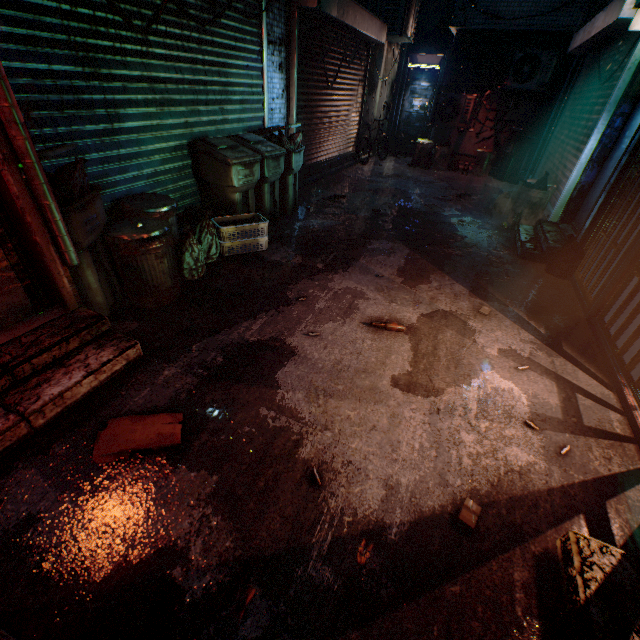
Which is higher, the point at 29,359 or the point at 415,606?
the point at 29,359

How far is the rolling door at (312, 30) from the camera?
4.8m

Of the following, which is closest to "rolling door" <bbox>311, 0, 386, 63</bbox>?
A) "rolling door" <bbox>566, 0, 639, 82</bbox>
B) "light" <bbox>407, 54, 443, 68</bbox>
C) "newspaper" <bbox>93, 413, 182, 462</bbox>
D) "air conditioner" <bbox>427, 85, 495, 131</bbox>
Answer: "air conditioner" <bbox>427, 85, 495, 131</bbox>

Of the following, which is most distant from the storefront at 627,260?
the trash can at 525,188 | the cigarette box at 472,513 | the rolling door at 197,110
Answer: the rolling door at 197,110

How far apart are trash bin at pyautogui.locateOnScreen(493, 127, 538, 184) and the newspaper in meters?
9.3 m

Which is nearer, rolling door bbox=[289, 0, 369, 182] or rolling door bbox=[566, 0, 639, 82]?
rolling door bbox=[566, 0, 639, 82]

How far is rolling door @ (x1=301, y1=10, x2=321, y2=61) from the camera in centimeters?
483cm

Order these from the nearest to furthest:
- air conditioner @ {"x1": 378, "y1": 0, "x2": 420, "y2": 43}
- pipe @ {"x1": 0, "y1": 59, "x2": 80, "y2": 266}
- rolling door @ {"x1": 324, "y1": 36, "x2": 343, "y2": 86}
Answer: pipe @ {"x1": 0, "y1": 59, "x2": 80, "y2": 266} → rolling door @ {"x1": 324, "y1": 36, "x2": 343, "y2": 86} → air conditioner @ {"x1": 378, "y1": 0, "x2": 420, "y2": 43}
